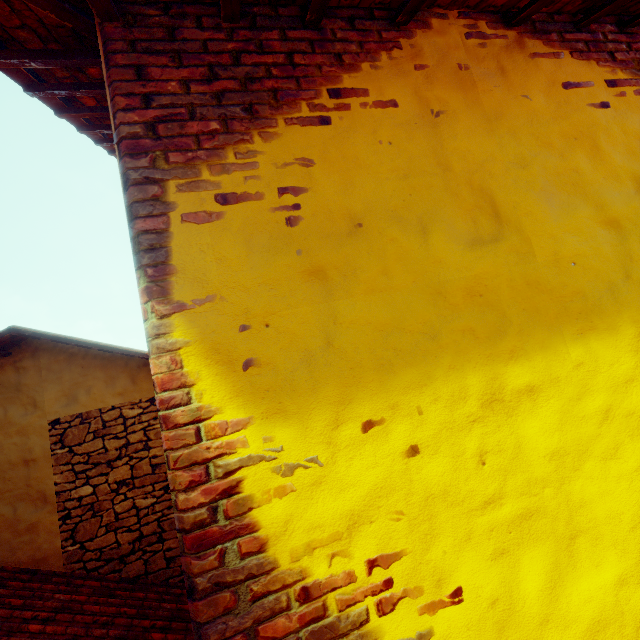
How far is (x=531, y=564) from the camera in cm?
107
